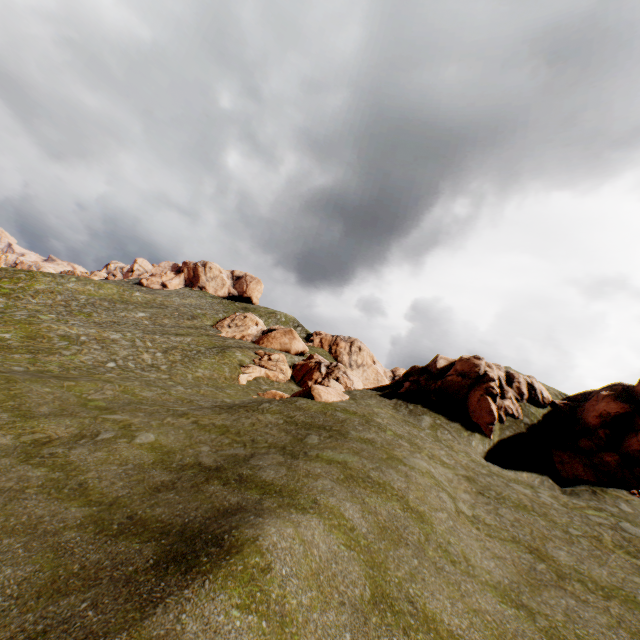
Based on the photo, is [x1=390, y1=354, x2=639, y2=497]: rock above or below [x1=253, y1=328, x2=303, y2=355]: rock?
below

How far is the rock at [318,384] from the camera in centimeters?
2217cm

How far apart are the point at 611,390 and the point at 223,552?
27.9 meters

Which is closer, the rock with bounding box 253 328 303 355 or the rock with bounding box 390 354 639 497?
the rock with bounding box 390 354 639 497

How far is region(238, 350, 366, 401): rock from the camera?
22.2m

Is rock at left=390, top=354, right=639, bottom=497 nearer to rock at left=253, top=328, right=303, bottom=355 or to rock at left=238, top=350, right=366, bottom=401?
rock at left=238, top=350, right=366, bottom=401

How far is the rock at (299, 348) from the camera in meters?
56.4
